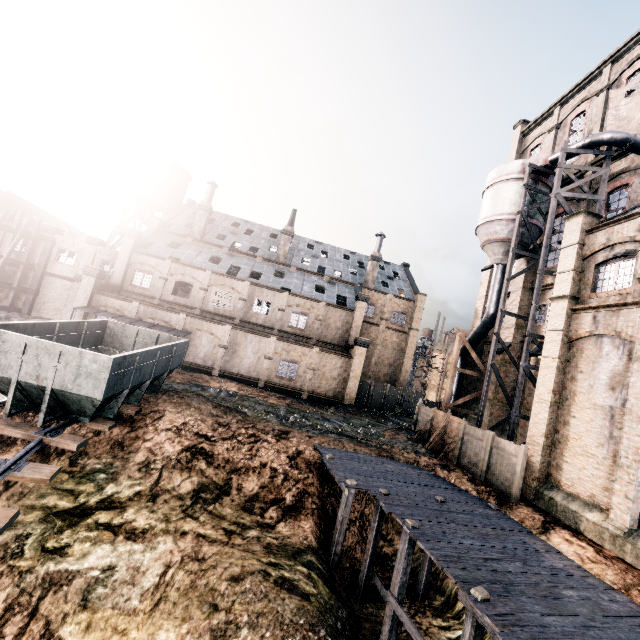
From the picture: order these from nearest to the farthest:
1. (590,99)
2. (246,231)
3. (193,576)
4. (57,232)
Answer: (193,576)
(590,99)
(57,232)
(246,231)

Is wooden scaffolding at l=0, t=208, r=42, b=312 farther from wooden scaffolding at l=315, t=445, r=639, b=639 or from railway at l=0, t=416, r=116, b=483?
wooden scaffolding at l=315, t=445, r=639, b=639

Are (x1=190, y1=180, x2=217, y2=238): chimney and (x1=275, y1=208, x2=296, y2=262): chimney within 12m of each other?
yes

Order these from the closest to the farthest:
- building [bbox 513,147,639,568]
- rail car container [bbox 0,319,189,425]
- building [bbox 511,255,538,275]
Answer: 1. rail car container [bbox 0,319,189,425]
2. building [bbox 513,147,639,568]
3. building [bbox 511,255,538,275]

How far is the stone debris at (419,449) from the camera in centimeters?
2117cm

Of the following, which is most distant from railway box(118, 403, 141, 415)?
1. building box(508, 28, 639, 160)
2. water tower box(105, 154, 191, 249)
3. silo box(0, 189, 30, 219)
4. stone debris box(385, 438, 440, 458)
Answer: silo box(0, 189, 30, 219)

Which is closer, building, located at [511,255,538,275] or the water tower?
building, located at [511,255,538,275]

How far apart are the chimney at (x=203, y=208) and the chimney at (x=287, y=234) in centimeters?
945cm
